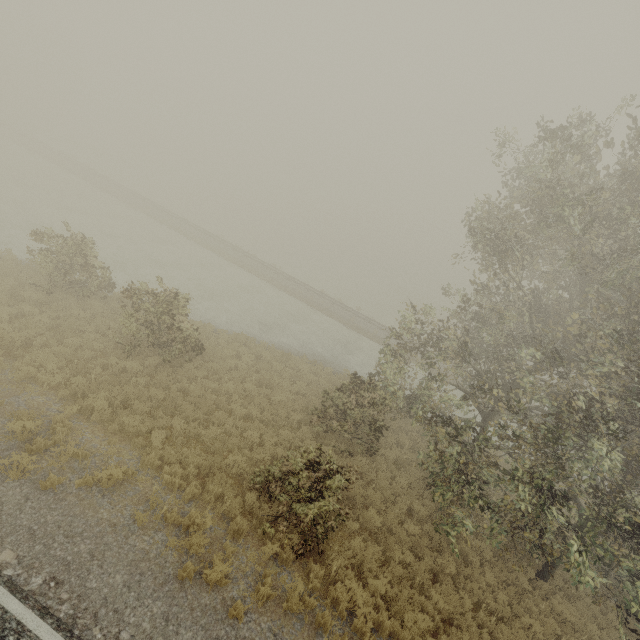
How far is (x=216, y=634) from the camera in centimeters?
634cm
